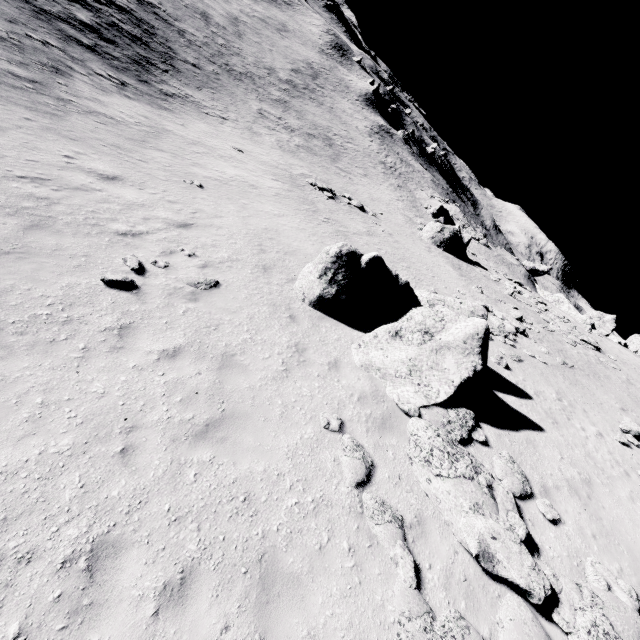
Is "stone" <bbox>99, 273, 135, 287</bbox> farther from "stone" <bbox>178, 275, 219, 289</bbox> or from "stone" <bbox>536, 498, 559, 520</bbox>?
"stone" <bbox>536, 498, 559, 520</bbox>

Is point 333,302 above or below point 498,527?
below

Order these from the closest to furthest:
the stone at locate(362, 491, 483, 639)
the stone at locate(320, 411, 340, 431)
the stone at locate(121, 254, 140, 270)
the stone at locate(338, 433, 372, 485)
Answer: the stone at locate(362, 491, 483, 639)
the stone at locate(338, 433, 372, 485)
the stone at locate(320, 411, 340, 431)
the stone at locate(121, 254, 140, 270)

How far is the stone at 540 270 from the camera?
55.62m

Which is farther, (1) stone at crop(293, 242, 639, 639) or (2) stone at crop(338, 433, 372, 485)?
(2) stone at crop(338, 433, 372, 485)

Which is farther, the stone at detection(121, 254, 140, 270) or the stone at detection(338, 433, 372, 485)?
the stone at detection(121, 254, 140, 270)

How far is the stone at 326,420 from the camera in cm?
713
